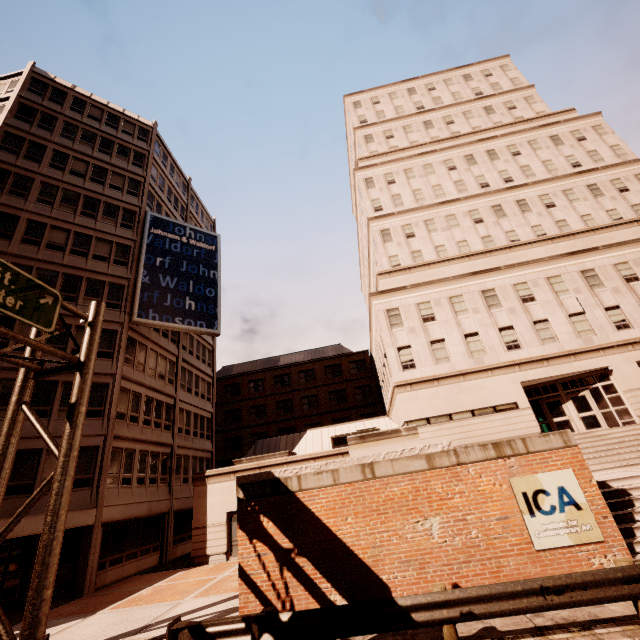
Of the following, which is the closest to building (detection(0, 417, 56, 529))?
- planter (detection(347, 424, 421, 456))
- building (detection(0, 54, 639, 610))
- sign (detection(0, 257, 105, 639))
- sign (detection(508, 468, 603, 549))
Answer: building (detection(0, 54, 639, 610))

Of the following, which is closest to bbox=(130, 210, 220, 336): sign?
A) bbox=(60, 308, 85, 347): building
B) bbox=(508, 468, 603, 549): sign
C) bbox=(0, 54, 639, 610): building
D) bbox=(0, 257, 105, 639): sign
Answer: bbox=(60, 308, 85, 347): building

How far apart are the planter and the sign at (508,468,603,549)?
2.55m

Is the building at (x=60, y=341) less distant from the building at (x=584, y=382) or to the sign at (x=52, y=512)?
the building at (x=584, y=382)

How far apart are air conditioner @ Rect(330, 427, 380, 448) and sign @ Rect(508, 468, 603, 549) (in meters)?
12.67

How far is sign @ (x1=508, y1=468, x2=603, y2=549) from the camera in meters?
8.5 m

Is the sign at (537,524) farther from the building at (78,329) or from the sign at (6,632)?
the building at (78,329)

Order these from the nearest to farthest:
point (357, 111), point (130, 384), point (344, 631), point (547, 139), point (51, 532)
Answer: point (344, 631) < point (51, 532) < point (130, 384) < point (547, 139) < point (357, 111)
